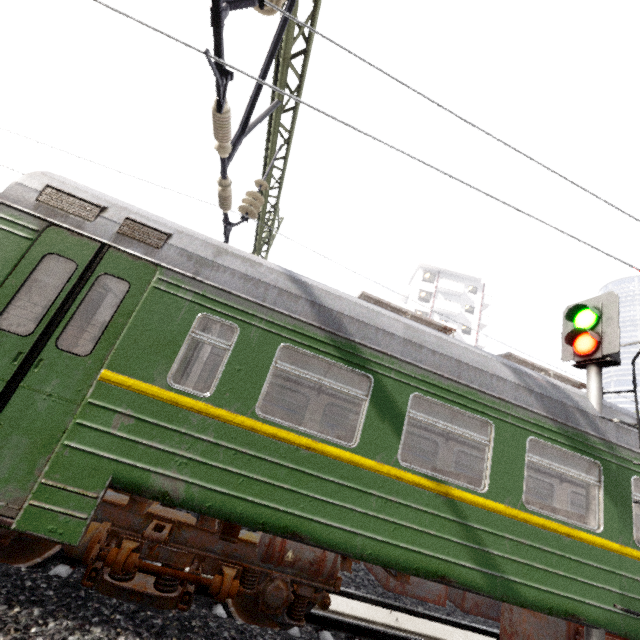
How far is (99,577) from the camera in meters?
3.6

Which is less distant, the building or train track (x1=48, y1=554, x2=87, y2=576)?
train track (x1=48, y1=554, x2=87, y2=576)

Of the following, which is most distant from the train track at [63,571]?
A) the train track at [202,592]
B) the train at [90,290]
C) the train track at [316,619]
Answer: the train track at [316,619]

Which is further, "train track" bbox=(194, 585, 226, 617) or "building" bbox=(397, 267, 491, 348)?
"building" bbox=(397, 267, 491, 348)

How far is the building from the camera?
40.2 meters

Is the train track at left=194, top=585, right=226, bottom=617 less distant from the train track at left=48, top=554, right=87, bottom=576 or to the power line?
the train track at left=48, top=554, right=87, bottom=576

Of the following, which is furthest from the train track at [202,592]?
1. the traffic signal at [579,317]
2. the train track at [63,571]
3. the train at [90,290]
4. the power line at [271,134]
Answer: the power line at [271,134]

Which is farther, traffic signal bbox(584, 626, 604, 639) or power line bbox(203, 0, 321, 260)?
traffic signal bbox(584, 626, 604, 639)
